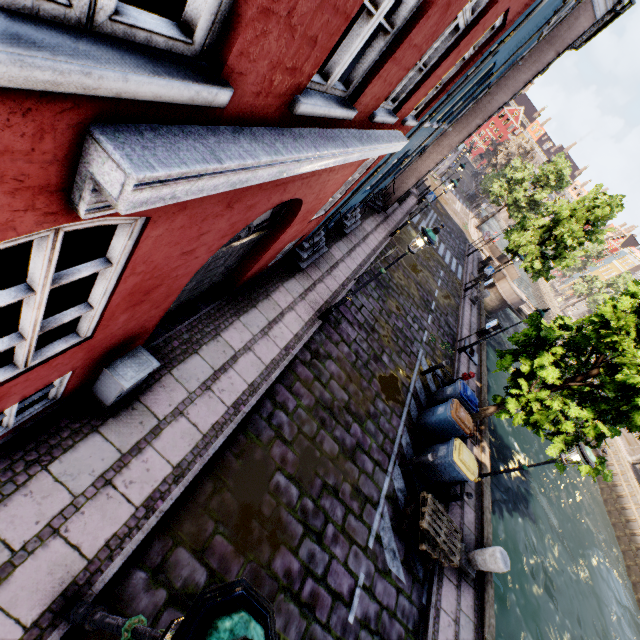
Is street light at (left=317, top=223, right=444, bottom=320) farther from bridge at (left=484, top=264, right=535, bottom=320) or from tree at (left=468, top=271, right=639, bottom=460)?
bridge at (left=484, top=264, right=535, bottom=320)

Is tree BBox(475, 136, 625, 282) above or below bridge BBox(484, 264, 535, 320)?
above

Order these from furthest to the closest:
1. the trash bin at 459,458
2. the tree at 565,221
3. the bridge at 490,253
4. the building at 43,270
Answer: the bridge at 490,253
the tree at 565,221
the trash bin at 459,458
the building at 43,270

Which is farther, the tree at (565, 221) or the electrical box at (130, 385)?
the tree at (565, 221)

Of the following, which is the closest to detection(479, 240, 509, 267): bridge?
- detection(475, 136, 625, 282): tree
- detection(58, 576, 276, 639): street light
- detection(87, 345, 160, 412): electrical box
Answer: detection(475, 136, 625, 282): tree

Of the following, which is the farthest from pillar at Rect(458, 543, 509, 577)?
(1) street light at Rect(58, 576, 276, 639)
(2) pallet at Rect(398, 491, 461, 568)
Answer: (1) street light at Rect(58, 576, 276, 639)

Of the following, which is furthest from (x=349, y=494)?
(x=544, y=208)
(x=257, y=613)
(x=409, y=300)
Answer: (x=544, y=208)

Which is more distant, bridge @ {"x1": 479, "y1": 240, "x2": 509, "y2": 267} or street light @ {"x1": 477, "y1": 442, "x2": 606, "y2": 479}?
bridge @ {"x1": 479, "y1": 240, "x2": 509, "y2": 267}
